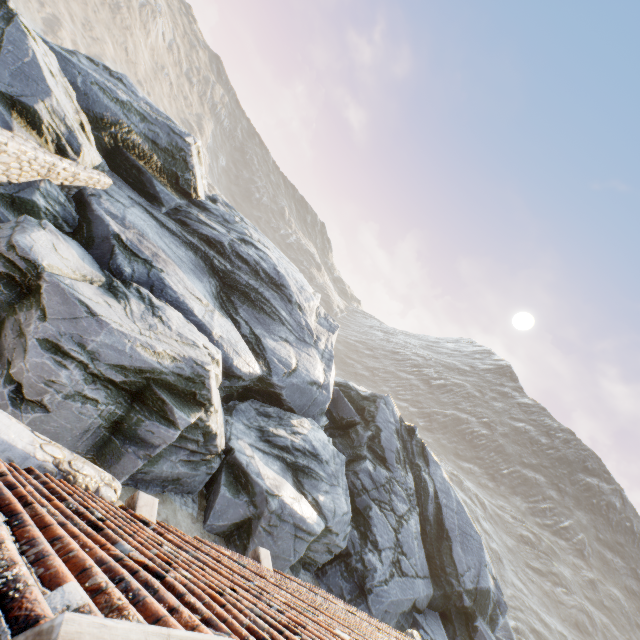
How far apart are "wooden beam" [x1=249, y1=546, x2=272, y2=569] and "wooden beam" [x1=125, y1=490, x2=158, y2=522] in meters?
2.6

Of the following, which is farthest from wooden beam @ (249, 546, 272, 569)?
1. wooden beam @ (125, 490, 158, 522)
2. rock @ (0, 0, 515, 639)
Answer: rock @ (0, 0, 515, 639)

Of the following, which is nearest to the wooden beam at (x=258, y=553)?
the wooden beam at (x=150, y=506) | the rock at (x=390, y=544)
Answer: the wooden beam at (x=150, y=506)

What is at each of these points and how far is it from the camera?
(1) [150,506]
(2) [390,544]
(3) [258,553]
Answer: (1) wooden beam, 4.8 meters
(2) rock, 15.0 meters
(3) wooden beam, 6.3 meters

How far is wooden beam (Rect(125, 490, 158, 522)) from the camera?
4.6 meters

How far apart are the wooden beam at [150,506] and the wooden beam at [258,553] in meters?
2.6

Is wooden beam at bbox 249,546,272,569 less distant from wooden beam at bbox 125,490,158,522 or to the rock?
wooden beam at bbox 125,490,158,522

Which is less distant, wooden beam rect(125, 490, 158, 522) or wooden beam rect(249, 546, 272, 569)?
wooden beam rect(125, 490, 158, 522)
